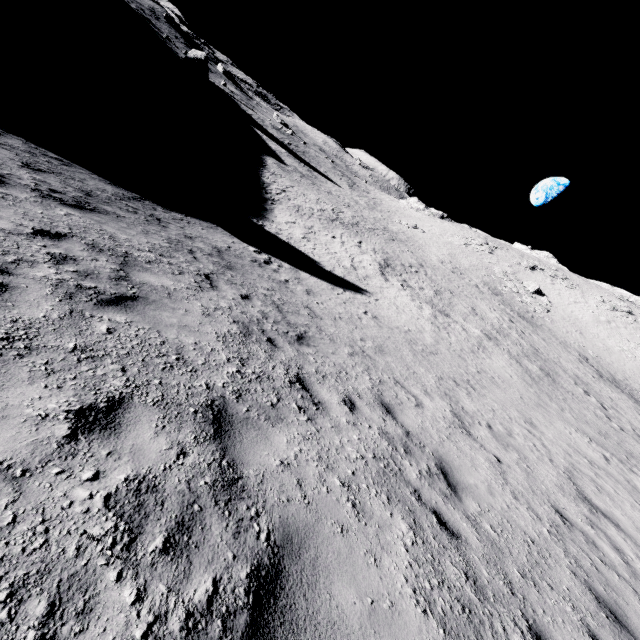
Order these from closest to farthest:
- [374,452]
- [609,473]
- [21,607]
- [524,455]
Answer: [21,607]
[374,452]
[524,455]
[609,473]
